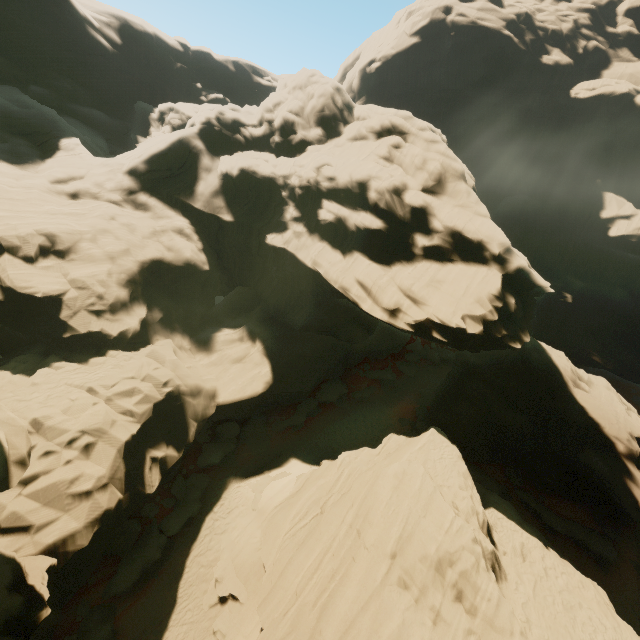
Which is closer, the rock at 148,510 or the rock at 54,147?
the rock at 54,147

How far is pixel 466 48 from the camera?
57.0 meters

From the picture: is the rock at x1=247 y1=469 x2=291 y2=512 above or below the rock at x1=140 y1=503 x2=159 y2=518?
below

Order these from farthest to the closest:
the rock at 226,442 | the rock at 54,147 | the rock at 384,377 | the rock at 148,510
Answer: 1. the rock at 384,377
2. the rock at 226,442
3. the rock at 148,510
4. the rock at 54,147

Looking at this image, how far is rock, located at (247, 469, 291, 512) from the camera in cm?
2014

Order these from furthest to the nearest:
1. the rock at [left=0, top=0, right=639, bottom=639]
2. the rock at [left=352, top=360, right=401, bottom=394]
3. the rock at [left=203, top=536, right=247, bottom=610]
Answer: the rock at [left=352, top=360, right=401, bottom=394], the rock at [left=203, top=536, right=247, bottom=610], the rock at [left=0, top=0, right=639, bottom=639]
